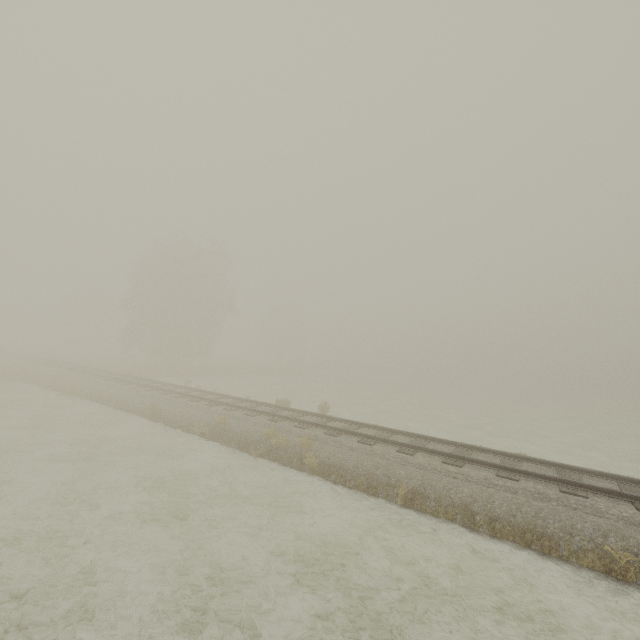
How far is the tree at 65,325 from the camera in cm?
5553

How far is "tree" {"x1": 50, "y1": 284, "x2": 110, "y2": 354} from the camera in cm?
5553

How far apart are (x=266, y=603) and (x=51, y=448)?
11.5m
